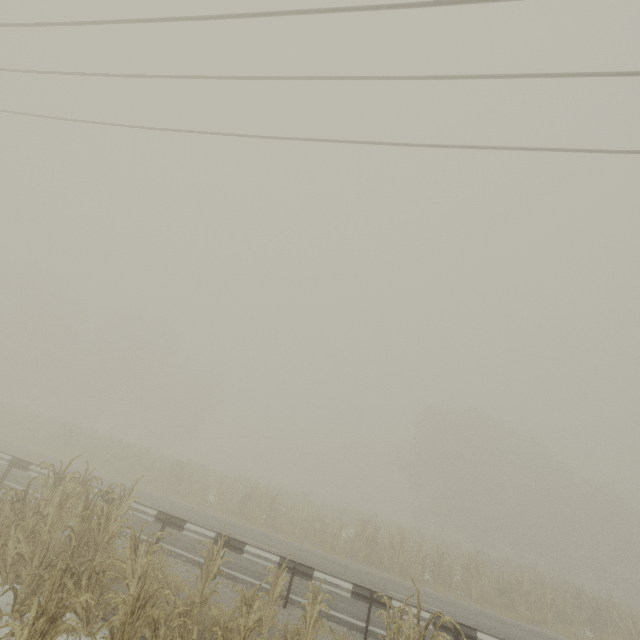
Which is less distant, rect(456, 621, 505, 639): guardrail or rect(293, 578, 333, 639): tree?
rect(293, 578, 333, 639): tree

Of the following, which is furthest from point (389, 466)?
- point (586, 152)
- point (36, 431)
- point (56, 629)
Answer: point (56, 629)

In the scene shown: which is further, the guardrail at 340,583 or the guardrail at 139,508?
the guardrail at 139,508

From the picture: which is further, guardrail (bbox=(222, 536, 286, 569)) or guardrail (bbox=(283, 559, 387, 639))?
guardrail (bbox=(222, 536, 286, 569))

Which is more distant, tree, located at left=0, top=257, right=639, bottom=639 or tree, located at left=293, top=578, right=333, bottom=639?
tree, located at left=293, top=578, right=333, bottom=639

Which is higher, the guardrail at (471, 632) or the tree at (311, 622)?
the guardrail at (471, 632)
